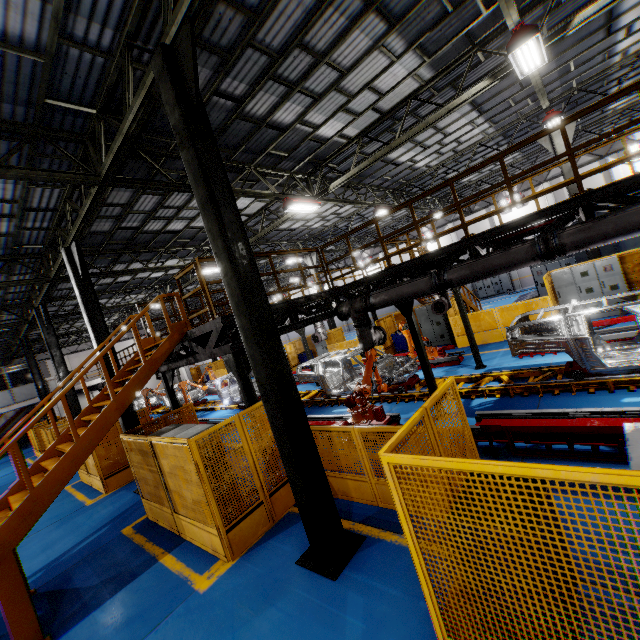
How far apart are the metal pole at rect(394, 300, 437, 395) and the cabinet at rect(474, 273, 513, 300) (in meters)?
24.52

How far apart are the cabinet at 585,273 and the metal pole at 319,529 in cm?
1311

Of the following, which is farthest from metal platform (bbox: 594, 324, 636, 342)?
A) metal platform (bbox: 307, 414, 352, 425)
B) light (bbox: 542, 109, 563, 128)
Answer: light (bbox: 542, 109, 563, 128)

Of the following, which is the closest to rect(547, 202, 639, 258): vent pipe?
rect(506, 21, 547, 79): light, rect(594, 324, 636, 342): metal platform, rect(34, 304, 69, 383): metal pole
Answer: rect(506, 21, 547, 79): light

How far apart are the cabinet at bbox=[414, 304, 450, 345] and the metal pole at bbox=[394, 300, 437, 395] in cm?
839

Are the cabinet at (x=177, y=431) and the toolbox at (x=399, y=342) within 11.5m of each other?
no

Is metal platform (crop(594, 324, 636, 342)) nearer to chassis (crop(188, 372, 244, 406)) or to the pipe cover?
chassis (crop(188, 372, 244, 406))

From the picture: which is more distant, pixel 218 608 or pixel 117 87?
pixel 117 87
